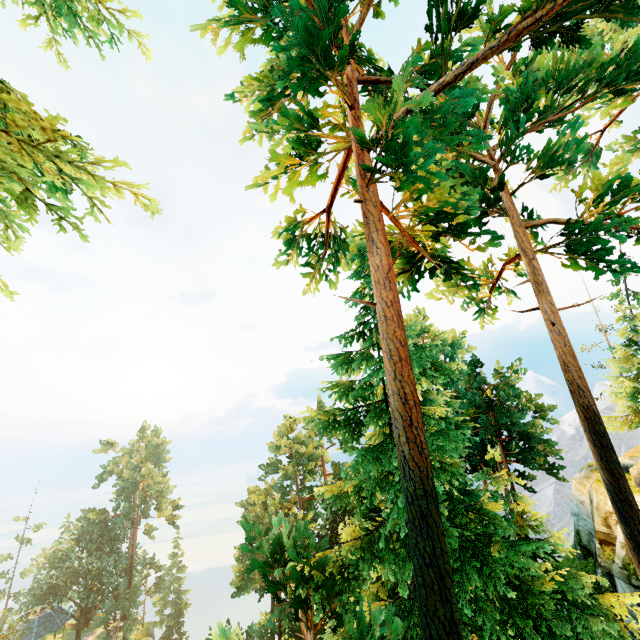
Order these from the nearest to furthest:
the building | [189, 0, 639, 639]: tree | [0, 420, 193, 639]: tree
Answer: [189, 0, 639, 639]: tree
the building
[0, 420, 193, 639]: tree

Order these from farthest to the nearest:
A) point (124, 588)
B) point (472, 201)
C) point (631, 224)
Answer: point (124, 588) → point (631, 224) → point (472, 201)

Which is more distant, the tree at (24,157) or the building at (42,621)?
the building at (42,621)

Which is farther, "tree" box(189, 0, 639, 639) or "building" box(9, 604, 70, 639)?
"building" box(9, 604, 70, 639)

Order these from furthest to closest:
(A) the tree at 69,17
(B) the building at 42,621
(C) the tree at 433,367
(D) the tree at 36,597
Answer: (D) the tree at 36,597 < (B) the building at 42,621 < (C) the tree at 433,367 < (A) the tree at 69,17

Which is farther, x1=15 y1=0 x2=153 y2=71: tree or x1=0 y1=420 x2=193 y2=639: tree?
x1=0 y1=420 x2=193 y2=639: tree

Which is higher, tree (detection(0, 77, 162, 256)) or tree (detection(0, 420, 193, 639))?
tree (detection(0, 77, 162, 256))
